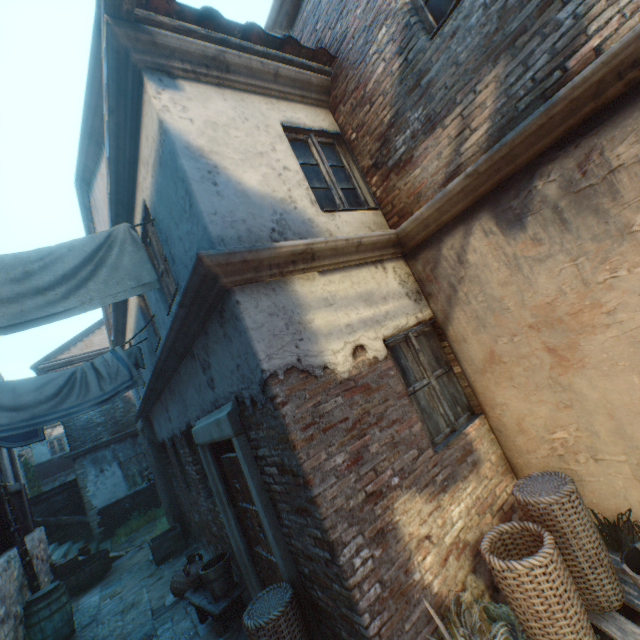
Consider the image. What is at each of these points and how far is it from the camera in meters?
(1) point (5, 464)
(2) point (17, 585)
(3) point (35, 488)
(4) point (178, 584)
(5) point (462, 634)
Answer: (1) building, 9.1
(2) building, 6.8
(3) tree, 22.0
(4) wicker basket, 5.8
(5) plants, 2.3

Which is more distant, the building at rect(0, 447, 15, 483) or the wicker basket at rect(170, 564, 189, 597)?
the building at rect(0, 447, 15, 483)

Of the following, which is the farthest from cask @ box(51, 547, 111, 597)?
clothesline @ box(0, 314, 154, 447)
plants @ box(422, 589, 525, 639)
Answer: plants @ box(422, 589, 525, 639)

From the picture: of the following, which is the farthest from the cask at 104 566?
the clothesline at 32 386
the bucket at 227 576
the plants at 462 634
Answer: the plants at 462 634

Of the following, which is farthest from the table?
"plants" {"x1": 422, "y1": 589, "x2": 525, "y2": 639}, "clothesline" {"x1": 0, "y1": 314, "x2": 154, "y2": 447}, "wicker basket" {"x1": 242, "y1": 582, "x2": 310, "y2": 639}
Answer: "clothesline" {"x1": 0, "y1": 314, "x2": 154, "y2": 447}

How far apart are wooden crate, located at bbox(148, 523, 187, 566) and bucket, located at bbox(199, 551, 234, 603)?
4.5m

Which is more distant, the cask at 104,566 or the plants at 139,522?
the plants at 139,522

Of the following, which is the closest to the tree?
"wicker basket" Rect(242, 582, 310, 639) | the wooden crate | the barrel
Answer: the wooden crate
